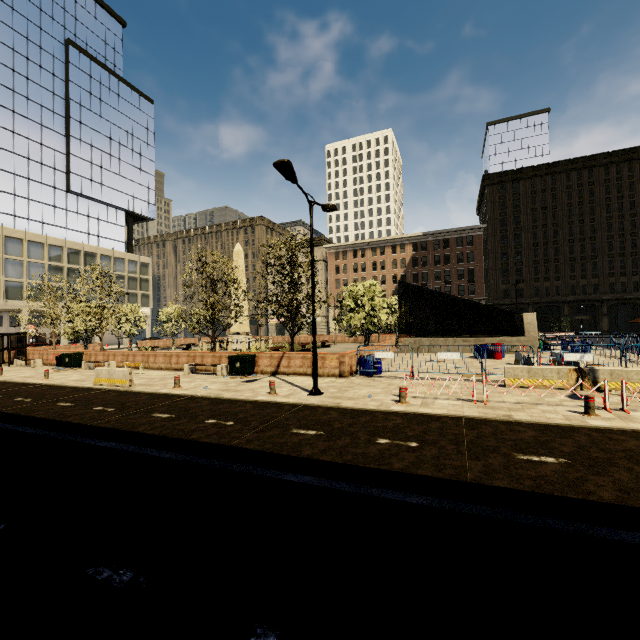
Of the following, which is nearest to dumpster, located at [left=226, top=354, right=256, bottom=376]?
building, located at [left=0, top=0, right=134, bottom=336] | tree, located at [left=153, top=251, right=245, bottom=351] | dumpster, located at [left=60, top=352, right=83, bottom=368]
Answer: tree, located at [left=153, top=251, right=245, bottom=351]

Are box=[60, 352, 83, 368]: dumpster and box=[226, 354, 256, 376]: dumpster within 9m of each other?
no

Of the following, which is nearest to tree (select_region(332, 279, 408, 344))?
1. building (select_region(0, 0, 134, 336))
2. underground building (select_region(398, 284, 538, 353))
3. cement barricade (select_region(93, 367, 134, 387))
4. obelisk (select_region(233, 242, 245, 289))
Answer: underground building (select_region(398, 284, 538, 353))

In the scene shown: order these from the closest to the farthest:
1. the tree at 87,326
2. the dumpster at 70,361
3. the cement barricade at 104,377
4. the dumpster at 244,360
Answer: the cement barricade at 104,377
the dumpster at 244,360
the dumpster at 70,361
the tree at 87,326

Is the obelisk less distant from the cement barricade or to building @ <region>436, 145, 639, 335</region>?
the cement barricade

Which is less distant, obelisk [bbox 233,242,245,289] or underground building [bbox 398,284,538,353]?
underground building [bbox 398,284,538,353]

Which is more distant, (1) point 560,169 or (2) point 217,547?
(1) point 560,169

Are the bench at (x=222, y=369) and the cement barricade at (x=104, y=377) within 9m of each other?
yes
